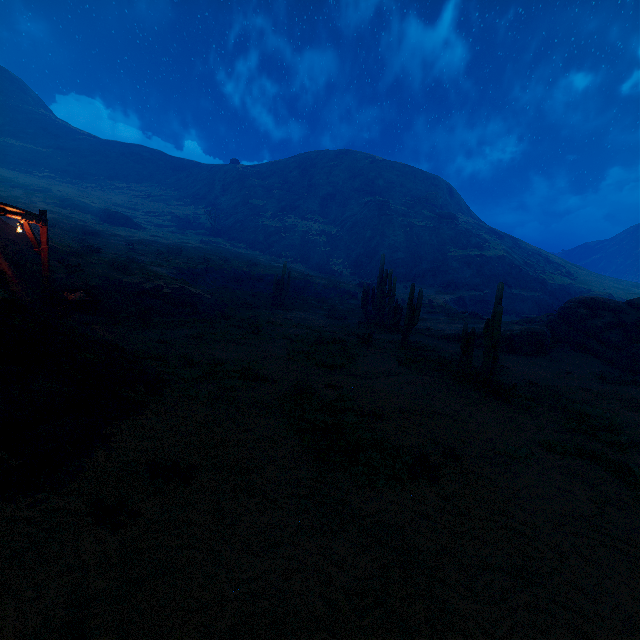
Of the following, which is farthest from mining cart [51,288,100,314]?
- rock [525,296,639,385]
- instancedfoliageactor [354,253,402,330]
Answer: rock [525,296,639,385]

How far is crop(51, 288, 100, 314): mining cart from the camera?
14.62m

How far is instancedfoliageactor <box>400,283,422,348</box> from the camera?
16.8 meters

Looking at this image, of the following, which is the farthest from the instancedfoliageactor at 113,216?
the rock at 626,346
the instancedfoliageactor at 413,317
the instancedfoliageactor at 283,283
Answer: the rock at 626,346

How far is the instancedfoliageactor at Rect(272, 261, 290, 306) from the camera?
29.19m

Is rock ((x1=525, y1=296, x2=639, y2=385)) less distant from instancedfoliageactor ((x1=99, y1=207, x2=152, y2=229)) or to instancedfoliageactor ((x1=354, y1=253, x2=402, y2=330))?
instancedfoliageactor ((x1=354, y1=253, x2=402, y2=330))

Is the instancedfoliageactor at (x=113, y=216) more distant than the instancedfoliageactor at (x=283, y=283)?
Yes

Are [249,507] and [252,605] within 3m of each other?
yes
